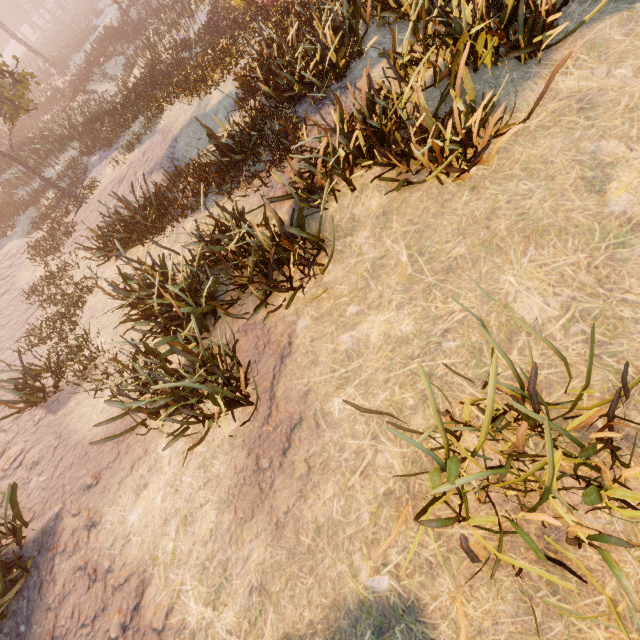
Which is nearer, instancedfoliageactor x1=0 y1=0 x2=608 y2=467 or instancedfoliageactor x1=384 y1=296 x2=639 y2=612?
instancedfoliageactor x1=384 y1=296 x2=639 y2=612

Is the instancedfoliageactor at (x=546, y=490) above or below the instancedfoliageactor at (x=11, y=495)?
below

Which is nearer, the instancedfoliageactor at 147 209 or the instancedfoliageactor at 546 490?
the instancedfoliageactor at 546 490

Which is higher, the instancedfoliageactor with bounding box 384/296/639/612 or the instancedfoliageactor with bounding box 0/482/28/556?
the instancedfoliageactor with bounding box 0/482/28/556

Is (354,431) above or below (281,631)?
below
